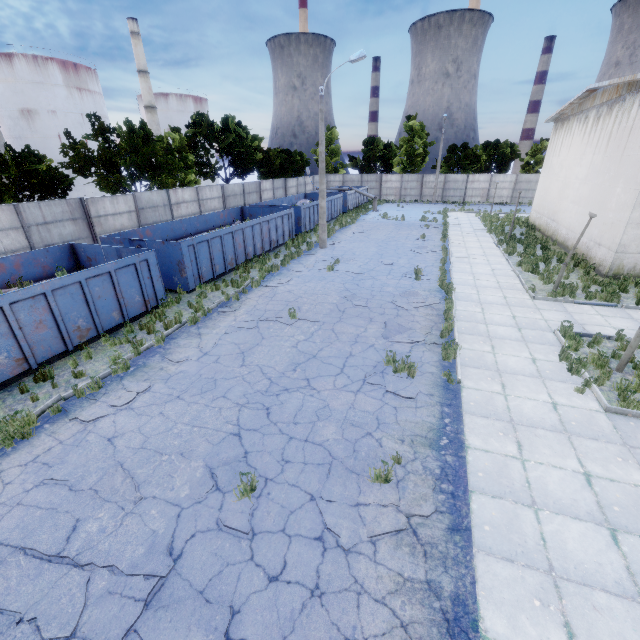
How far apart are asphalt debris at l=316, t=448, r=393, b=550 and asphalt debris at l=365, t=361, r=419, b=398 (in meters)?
1.73

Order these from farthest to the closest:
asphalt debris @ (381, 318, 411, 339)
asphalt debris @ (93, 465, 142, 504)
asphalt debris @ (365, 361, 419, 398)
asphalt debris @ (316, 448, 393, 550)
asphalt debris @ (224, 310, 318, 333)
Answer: asphalt debris @ (224, 310, 318, 333) → asphalt debris @ (381, 318, 411, 339) → asphalt debris @ (365, 361, 419, 398) → asphalt debris @ (93, 465, 142, 504) → asphalt debris @ (316, 448, 393, 550)

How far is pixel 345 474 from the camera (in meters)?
5.78

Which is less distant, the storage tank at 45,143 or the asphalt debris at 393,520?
the asphalt debris at 393,520

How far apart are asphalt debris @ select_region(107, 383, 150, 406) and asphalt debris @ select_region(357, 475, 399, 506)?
5.20m

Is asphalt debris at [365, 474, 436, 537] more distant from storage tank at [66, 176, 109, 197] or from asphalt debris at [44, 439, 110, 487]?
storage tank at [66, 176, 109, 197]

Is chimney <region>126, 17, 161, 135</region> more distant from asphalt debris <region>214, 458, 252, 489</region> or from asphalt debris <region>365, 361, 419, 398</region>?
asphalt debris <region>214, 458, 252, 489</region>

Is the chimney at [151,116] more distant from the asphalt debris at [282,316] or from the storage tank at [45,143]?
the asphalt debris at [282,316]
